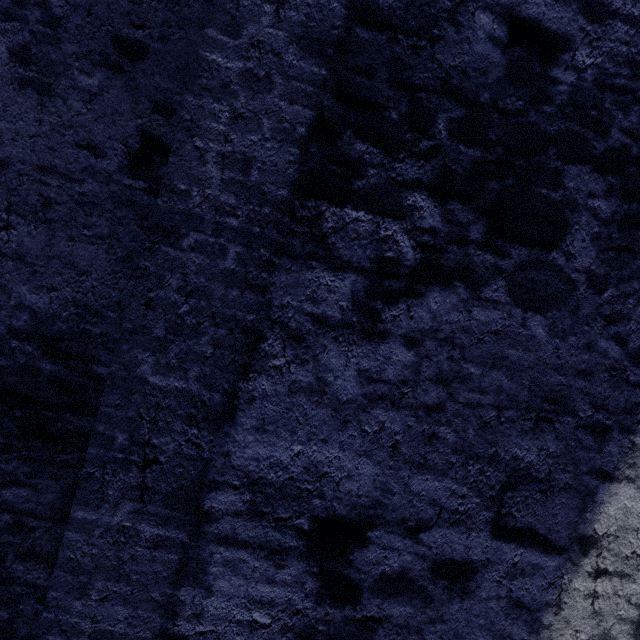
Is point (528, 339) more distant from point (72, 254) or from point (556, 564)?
point (72, 254)
